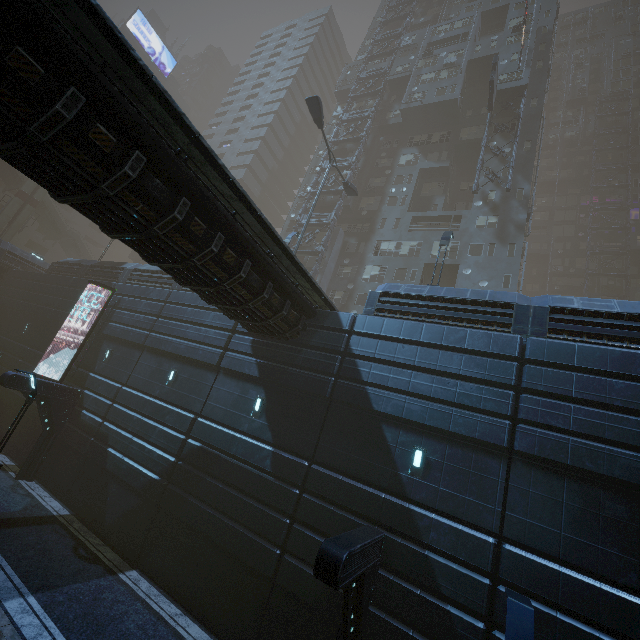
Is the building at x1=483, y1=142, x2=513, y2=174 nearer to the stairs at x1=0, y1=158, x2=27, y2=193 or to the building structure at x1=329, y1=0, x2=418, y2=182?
the building structure at x1=329, y1=0, x2=418, y2=182

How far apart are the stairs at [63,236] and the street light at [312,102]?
41.8 meters

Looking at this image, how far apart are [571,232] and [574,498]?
56.02m

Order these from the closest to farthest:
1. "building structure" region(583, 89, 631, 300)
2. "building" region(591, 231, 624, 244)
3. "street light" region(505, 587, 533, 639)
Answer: "street light" region(505, 587, 533, 639) < "building structure" region(583, 89, 631, 300) < "building" region(591, 231, 624, 244)

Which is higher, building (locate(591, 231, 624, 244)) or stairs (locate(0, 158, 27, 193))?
building (locate(591, 231, 624, 244))

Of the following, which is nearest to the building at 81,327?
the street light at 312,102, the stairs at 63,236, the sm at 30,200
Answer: the street light at 312,102

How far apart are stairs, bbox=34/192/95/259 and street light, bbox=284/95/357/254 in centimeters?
4181cm

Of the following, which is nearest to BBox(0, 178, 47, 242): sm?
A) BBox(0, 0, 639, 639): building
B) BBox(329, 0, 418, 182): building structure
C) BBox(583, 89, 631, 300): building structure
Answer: BBox(0, 0, 639, 639): building
